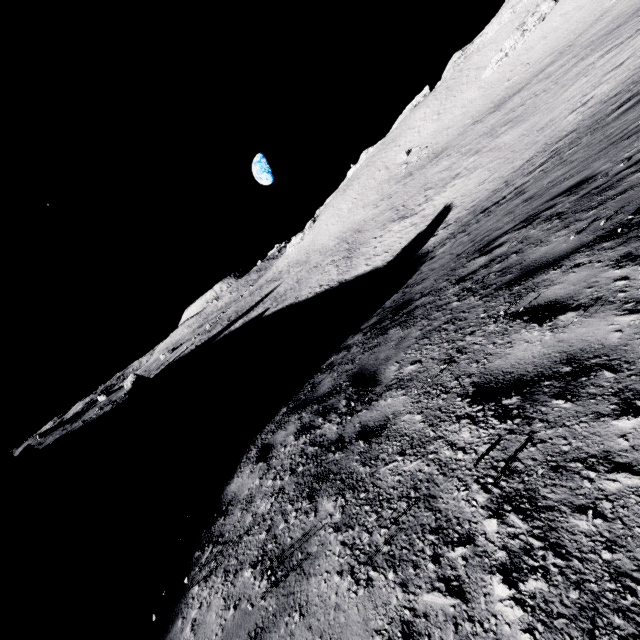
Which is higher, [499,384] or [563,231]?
[499,384]
